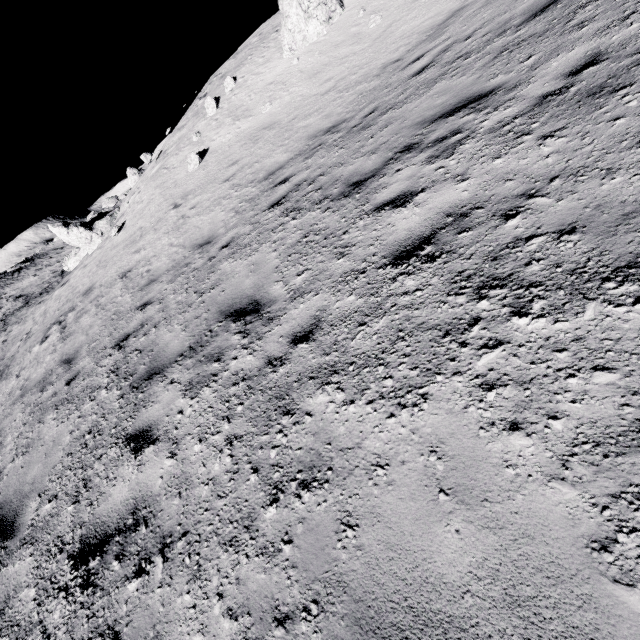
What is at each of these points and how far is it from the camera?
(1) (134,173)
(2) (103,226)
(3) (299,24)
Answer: (1) stone, 44.25m
(2) stone, 19.84m
(3) stone, 12.14m

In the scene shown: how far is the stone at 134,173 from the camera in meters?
44.1

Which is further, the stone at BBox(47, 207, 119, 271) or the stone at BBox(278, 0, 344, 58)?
the stone at BBox(47, 207, 119, 271)

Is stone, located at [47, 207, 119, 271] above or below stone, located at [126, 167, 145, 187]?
below

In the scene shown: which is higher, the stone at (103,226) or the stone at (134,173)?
the stone at (134,173)

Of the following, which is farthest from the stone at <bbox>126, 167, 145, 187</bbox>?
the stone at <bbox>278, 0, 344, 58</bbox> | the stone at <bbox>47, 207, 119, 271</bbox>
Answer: the stone at <bbox>278, 0, 344, 58</bbox>

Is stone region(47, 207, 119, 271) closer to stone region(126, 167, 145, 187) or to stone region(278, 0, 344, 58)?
stone region(278, 0, 344, 58)
